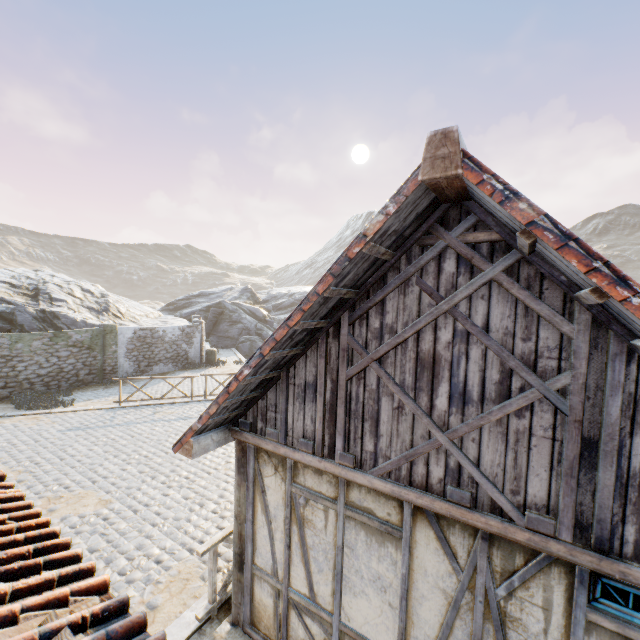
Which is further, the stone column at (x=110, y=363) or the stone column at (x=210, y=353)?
the stone column at (x=210, y=353)

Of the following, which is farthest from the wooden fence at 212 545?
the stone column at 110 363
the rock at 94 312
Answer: the stone column at 110 363

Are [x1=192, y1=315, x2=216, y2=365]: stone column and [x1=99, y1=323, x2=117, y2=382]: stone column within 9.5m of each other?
yes

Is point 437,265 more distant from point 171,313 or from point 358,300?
point 171,313

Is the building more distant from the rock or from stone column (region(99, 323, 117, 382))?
stone column (region(99, 323, 117, 382))

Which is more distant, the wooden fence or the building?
the wooden fence

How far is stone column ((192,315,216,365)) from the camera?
22.69m

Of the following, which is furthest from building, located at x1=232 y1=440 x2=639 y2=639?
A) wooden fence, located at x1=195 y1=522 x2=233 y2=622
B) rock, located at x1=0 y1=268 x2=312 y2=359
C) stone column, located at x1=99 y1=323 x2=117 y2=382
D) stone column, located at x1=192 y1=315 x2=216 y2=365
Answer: stone column, located at x1=192 y1=315 x2=216 y2=365
